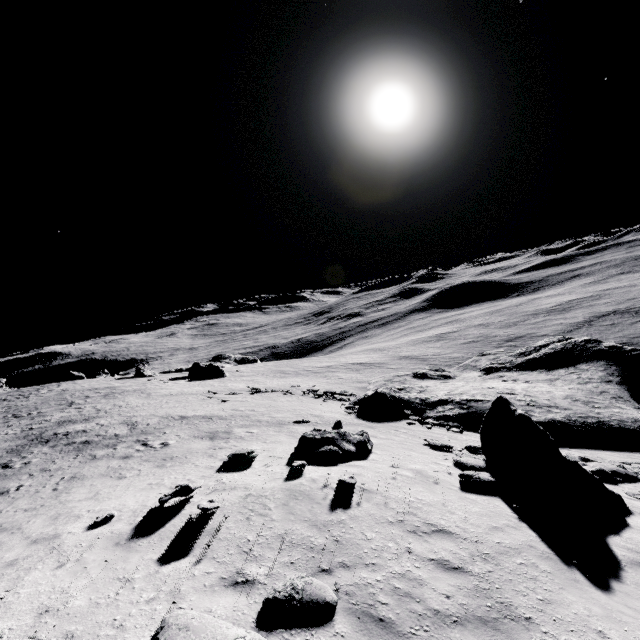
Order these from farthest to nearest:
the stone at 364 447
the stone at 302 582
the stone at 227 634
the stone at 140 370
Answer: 1. the stone at 140 370
2. the stone at 364 447
3. the stone at 302 582
4. the stone at 227 634

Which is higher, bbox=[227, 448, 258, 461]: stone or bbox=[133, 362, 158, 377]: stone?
bbox=[227, 448, 258, 461]: stone

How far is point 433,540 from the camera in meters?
6.8 m

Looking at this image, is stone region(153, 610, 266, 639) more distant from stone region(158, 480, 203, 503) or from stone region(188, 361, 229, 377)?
stone region(188, 361, 229, 377)

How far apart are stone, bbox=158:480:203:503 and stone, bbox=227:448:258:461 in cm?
270

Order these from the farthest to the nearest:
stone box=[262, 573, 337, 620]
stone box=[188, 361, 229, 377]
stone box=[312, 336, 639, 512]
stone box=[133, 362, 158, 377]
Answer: stone box=[133, 362, 158, 377], stone box=[188, 361, 229, 377], stone box=[312, 336, 639, 512], stone box=[262, 573, 337, 620]

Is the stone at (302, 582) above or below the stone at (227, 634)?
below

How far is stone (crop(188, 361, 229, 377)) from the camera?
49.54m
